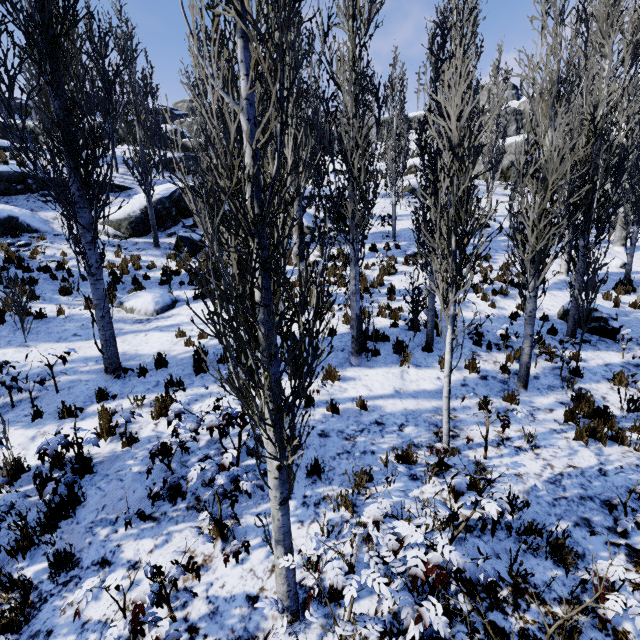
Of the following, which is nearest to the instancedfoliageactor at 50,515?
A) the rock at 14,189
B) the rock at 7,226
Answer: the rock at 14,189

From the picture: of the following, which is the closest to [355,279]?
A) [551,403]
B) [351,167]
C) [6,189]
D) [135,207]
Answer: [351,167]

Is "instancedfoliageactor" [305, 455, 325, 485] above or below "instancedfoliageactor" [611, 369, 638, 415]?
above

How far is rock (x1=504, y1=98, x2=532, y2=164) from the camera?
27.6 meters

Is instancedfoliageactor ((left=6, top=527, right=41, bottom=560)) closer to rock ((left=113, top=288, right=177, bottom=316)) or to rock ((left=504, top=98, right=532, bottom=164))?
rock ((left=113, top=288, right=177, bottom=316))

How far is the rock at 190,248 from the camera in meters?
14.9 m

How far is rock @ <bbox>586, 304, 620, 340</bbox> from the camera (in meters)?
9.64

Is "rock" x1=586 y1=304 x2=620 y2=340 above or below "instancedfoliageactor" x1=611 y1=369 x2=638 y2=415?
above
